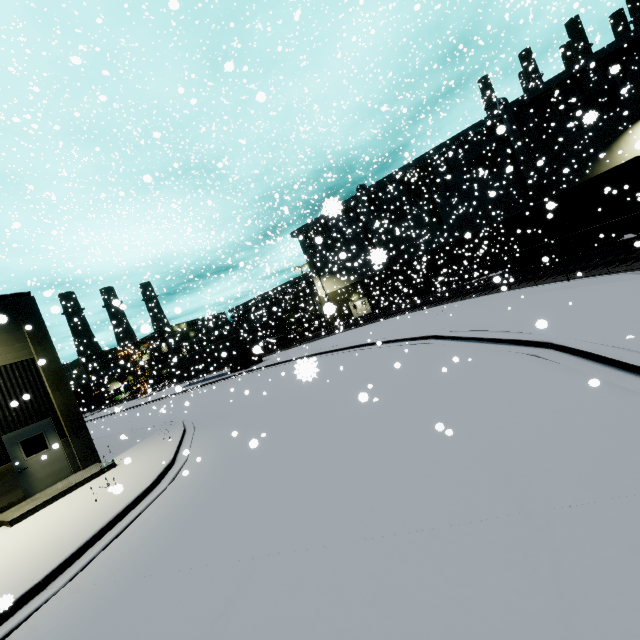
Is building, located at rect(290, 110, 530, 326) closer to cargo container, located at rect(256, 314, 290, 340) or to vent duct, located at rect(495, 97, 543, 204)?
vent duct, located at rect(495, 97, 543, 204)

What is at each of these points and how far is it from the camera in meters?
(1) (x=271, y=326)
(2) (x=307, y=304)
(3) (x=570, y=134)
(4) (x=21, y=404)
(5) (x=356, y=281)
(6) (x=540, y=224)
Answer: (1) cargo container, 45.8 m
(2) building, 53.6 m
(3) building, 31.3 m
(4) building, 12.3 m
(5) building, 46.3 m
(6) coal car, 21.5 m

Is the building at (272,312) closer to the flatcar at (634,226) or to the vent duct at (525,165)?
the vent duct at (525,165)

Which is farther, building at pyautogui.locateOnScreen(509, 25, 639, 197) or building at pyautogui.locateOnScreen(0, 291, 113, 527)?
building at pyautogui.locateOnScreen(509, 25, 639, 197)

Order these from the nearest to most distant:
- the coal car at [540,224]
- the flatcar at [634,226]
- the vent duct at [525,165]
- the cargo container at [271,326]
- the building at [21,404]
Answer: the building at [21,404] → the coal car at [540,224] → the flatcar at [634,226] → the vent duct at [525,165] → the cargo container at [271,326]

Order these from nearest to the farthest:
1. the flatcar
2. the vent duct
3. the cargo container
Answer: the flatcar, the vent duct, the cargo container

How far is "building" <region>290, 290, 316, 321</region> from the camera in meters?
37.2 m
